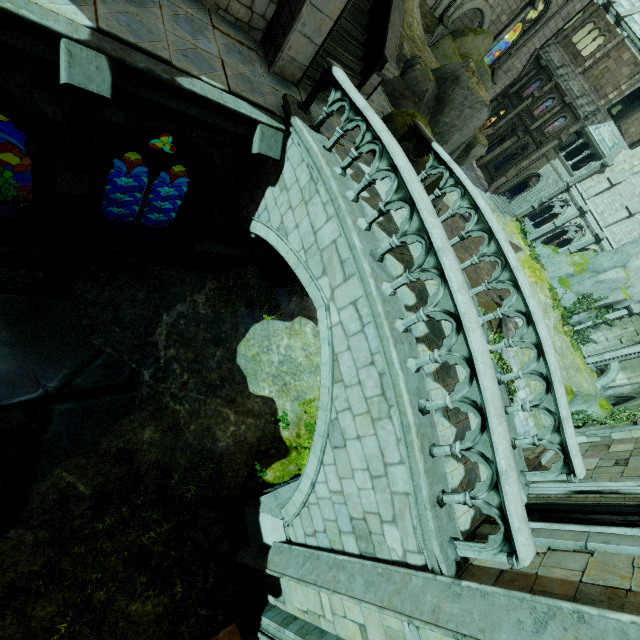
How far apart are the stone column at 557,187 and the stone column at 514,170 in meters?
2.9

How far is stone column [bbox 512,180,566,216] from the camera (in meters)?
33.88

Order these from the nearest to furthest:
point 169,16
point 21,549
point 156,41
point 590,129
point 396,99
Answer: point 156,41 → point 169,16 → point 21,549 → point 396,99 → point 590,129

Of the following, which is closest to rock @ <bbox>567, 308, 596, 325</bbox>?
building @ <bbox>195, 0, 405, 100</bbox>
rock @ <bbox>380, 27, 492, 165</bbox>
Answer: building @ <bbox>195, 0, 405, 100</bbox>

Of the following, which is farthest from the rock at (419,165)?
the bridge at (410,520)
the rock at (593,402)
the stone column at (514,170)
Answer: the stone column at (514,170)

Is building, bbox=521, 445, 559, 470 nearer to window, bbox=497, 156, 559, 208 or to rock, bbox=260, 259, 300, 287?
rock, bbox=260, 259, 300, 287

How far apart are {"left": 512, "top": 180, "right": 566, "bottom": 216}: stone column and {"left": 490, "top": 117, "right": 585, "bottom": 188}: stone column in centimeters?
287cm

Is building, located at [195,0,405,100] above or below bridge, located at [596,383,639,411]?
above
